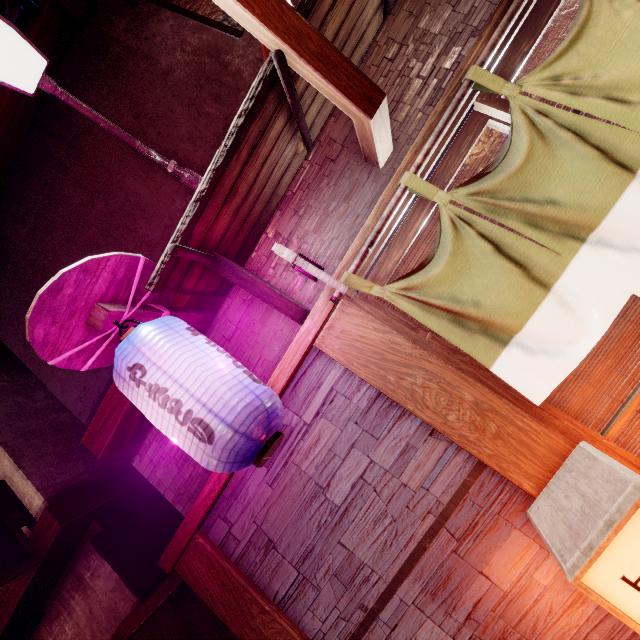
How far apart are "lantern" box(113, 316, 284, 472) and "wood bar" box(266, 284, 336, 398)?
0.56m

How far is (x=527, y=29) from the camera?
4.08m

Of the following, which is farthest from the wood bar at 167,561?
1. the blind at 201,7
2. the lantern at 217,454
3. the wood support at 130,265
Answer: the blind at 201,7

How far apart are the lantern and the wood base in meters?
1.4

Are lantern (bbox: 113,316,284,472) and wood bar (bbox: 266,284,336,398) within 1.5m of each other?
yes

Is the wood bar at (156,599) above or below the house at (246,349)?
below

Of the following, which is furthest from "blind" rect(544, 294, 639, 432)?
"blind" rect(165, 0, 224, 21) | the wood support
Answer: "blind" rect(165, 0, 224, 21)

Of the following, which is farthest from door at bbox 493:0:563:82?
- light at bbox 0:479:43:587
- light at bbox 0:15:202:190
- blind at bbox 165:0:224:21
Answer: light at bbox 0:479:43:587
